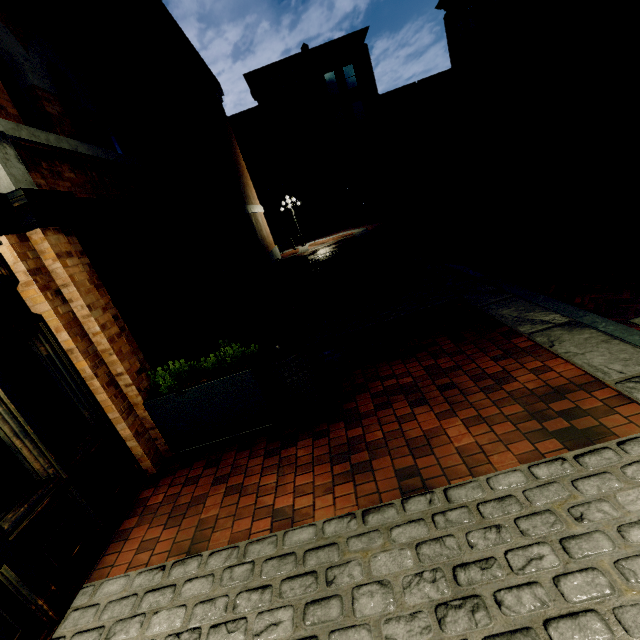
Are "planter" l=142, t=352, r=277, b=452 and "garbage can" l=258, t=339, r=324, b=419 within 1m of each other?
yes

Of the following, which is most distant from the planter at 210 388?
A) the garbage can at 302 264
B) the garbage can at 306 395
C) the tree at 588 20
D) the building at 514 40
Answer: the building at 514 40

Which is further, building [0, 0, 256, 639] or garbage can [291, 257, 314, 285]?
garbage can [291, 257, 314, 285]

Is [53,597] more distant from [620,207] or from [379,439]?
Result: [620,207]

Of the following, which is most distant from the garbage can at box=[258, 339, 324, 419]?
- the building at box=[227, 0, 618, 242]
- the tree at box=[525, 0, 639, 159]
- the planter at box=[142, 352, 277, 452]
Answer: the building at box=[227, 0, 618, 242]

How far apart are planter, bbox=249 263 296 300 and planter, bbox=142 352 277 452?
6.9 meters

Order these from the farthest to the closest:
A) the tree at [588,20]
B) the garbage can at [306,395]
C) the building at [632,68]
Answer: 1. the building at [632,68]
2. the tree at [588,20]
3. the garbage can at [306,395]

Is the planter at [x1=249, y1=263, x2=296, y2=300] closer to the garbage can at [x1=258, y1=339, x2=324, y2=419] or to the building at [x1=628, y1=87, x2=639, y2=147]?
the garbage can at [x1=258, y1=339, x2=324, y2=419]
